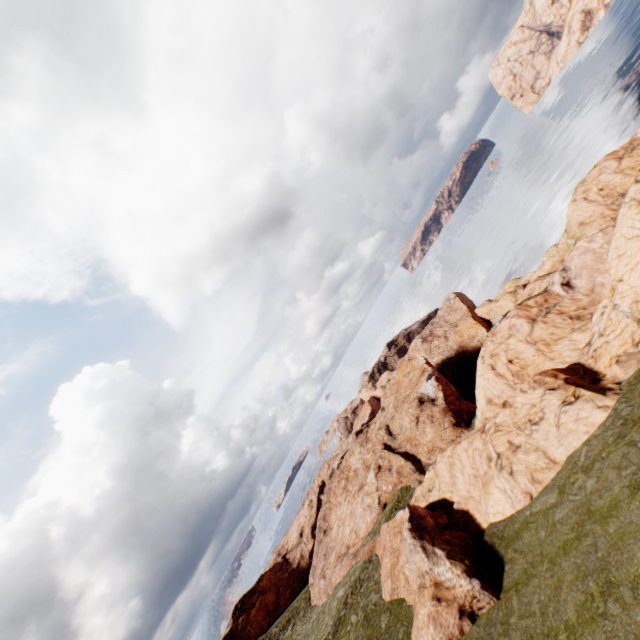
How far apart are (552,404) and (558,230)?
56.71m
